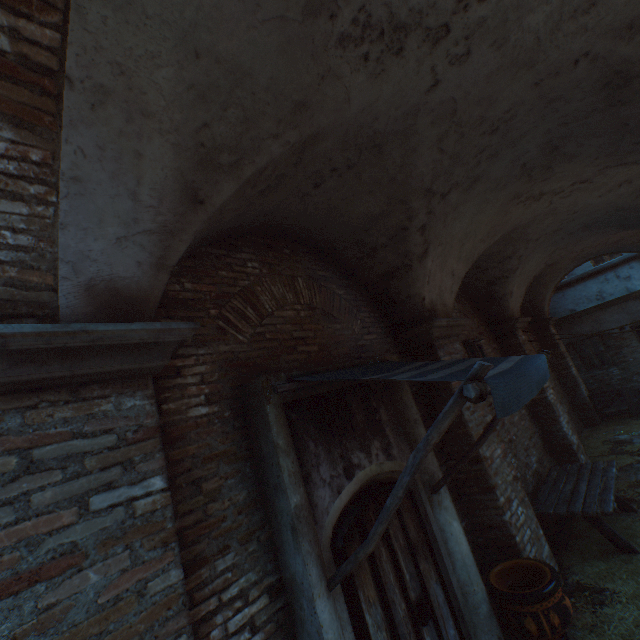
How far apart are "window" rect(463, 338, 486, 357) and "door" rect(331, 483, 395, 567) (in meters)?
3.94

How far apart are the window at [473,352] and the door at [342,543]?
3.9m

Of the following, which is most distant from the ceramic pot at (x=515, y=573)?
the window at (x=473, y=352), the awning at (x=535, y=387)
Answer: the window at (x=473, y=352)

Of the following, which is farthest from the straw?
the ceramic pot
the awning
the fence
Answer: the fence

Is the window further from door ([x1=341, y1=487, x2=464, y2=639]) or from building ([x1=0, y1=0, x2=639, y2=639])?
building ([x1=0, y1=0, x2=639, y2=639])

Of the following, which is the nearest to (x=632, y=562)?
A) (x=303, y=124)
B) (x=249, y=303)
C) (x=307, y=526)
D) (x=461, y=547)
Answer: (x=461, y=547)

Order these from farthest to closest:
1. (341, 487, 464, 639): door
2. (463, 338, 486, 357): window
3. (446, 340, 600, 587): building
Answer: (463, 338, 486, 357): window < (446, 340, 600, 587): building < (341, 487, 464, 639): door

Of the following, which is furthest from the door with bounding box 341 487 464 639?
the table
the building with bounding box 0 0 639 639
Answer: the building with bounding box 0 0 639 639
